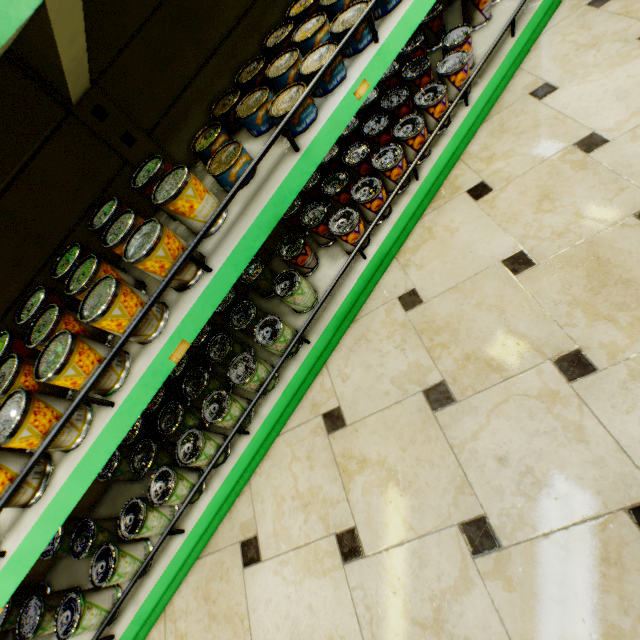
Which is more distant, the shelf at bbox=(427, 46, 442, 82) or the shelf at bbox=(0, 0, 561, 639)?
the shelf at bbox=(427, 46, 442, 82)

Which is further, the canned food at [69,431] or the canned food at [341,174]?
the canned food at [341,174]

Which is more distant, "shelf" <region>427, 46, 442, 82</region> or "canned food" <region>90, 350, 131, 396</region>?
"shelf" <region>427, 46, 442, 82</region>

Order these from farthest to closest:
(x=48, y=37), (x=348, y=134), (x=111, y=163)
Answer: (x=348, y=134) → (x=111, y=163) → (x=48, y=37)

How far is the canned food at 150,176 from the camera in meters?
0.9

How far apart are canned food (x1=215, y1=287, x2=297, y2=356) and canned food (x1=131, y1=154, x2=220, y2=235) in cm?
43

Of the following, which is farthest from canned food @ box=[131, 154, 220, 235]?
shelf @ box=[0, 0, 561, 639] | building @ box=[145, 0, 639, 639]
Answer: building @ box=[145, 0, 639, 639]
